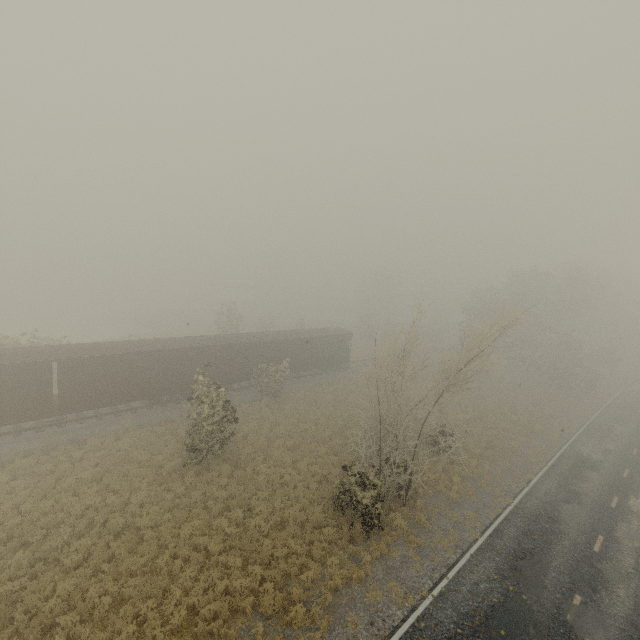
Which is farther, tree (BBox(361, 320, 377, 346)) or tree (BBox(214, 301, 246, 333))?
tree (BBox(214, 301, 246, 333))

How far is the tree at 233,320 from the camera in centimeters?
4047cm

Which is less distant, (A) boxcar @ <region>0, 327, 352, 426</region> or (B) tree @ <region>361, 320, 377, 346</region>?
(B) tree @ <region>361, 320, 377, 346</region>

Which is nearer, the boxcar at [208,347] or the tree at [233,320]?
the boxcar at [208,347]

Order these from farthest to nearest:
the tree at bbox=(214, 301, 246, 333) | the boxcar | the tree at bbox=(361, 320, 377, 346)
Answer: the tree at bbox=(214, 301, 246, 333) < the boxcar < the tree at bbox=(361, 320, 377, 346)

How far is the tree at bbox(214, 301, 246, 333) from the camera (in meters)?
40.47

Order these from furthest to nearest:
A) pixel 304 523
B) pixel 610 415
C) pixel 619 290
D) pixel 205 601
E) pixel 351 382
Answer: pixel 619 290 < pixel 351 382 < pixel 610 415 < pixel 304 523 < pixel 205 601
